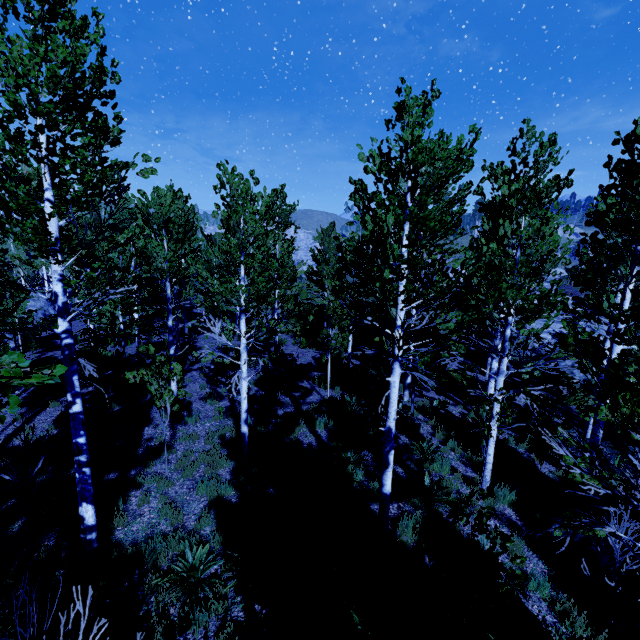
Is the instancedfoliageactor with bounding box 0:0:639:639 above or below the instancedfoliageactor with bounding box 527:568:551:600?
above

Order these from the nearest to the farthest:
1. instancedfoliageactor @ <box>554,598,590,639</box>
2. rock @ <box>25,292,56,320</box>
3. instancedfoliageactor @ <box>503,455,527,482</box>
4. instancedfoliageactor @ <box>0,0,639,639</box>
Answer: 1. instancedfoliageactor @ <box>0,0,639,639</box>
2. instancedfoliageactor @ <box>554,598,590,639</box>
3. instancedfoliageactor @ <box>503,455,527,482</box>
4. rock @ <box>25,292,56,320</box>

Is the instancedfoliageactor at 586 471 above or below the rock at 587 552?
above

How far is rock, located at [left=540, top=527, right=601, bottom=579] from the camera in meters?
6.1

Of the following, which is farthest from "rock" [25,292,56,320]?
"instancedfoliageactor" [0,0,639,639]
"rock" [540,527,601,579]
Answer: "rock" [540,527,601,579]

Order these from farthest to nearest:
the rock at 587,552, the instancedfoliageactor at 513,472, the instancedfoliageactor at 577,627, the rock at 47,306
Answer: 1. the rock at 47,306
2. the instancedfoliageactor at 513,472
3. the rock at 587,552
4. the instancedfoliageactor at 577,627

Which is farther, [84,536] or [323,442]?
[323,442]
